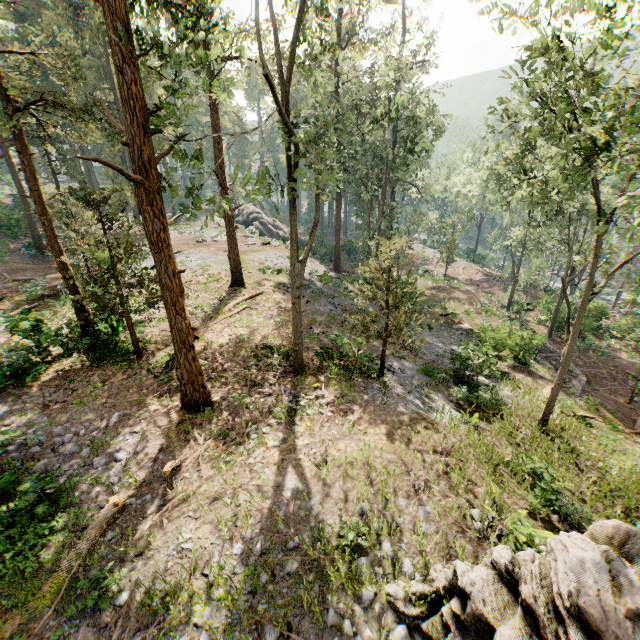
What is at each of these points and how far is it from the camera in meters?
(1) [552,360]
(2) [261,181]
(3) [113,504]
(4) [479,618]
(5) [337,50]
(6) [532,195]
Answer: (1) ground embankment, 25.0 m
(2) foliage, 9.0 m
(3) foliage, 8.4 m
(4) rock, 5.6 m
(5) foliage, 10.8 m
(6) foliage, 30.6 m

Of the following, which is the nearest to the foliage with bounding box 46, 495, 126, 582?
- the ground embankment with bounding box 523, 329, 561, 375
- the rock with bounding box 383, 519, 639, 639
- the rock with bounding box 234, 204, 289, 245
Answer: the rock with bounding box 383, 519, 639, 639

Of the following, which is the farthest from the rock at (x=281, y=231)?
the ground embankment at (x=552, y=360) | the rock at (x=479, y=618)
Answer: the rock at (x=479, y=618)

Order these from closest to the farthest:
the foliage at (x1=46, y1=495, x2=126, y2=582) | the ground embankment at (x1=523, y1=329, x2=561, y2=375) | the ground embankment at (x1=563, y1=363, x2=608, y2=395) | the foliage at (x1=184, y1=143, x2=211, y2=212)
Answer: the foliage at (x1=46, y1=495, x2=126, y2=582)
the foliage at (x1=184, y1=143, x2=211, y2=212)
the ground embankment at (x1=563, y1=363, x2=608, y2=395)
the ground embankment at (x1=523, y1=329, x2=561, y2=375)

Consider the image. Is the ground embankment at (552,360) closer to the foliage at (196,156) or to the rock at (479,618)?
the foliage at (196,156)

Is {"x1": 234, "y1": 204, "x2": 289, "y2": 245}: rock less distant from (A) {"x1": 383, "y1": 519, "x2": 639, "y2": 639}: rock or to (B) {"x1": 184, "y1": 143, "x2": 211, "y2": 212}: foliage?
(B) {"x1": 184, "y1": 143, "x2": 211, "y2": 212}: foliage

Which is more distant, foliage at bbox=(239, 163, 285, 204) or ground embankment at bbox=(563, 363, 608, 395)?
ground embankment at bbox=(563, 363, 608, 395)

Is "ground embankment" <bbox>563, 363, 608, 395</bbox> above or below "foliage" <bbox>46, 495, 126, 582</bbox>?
below
